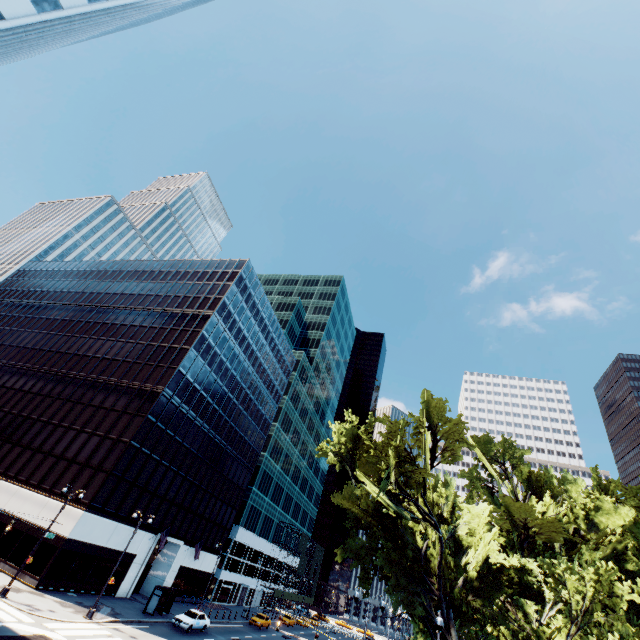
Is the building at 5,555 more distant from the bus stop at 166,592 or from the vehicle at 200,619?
the vehicle at 200,619

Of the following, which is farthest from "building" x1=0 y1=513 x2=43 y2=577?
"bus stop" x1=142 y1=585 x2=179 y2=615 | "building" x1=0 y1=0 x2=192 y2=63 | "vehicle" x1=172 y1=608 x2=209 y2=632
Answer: "building" x1=0 y1=0 x2=192 y2=63

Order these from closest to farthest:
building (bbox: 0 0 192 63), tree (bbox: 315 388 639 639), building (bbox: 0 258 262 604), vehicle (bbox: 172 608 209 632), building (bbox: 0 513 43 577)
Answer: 1. tree (bbox: 315 388 639 639)
2. building (bbox: 0 0 192 63)
3. building (bbox: 0 513 43 577)
4. vehicle (bbox: 172 608 209 632)
5. building (bbox: 0 258 262 604)

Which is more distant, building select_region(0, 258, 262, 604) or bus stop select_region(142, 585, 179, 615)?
building select_region(0, 258, 262, 604)

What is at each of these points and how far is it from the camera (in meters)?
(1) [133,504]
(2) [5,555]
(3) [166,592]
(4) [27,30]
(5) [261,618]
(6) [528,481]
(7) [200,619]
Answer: (1) building, 36.09
(2) building, 29.73
(3) bus stop, 34.72
(4) building, 29.12
(5) vehicle, 47.78
(6) tree, 34.97
(7) vehicle, 33.28

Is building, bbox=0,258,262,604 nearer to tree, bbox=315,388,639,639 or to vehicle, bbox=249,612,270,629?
vehicle, bbox=249,612,270,629

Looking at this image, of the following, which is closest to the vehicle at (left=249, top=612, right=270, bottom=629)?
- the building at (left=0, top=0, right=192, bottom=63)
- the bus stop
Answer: the bus stop

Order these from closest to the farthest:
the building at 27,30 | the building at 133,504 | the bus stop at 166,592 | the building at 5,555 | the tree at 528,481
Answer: the tree at 528,481 → the building at 27,30 → the building at 5,555 → the bus stop at 166,592 → the building at 133,504
